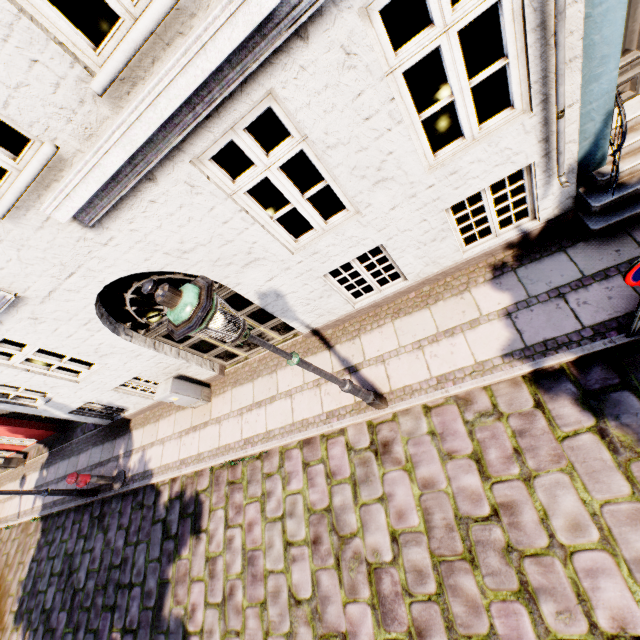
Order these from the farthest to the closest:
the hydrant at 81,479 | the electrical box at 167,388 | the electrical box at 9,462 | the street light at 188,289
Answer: the electrical box at 9,462 → the hydrant at 81,479 → the electrical box at 167,388 → the street light at 188,289

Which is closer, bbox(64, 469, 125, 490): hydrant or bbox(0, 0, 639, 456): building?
bbox(0, 0, 639, 456): building

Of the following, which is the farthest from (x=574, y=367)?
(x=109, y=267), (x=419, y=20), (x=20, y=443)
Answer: (x=20, y=443)

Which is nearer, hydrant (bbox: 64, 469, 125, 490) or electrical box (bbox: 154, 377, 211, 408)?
electrical box (bbox: 154, 377, 211, 408)

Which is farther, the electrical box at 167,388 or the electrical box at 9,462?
the electrical box at 9,462

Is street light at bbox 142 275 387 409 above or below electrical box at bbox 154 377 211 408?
above

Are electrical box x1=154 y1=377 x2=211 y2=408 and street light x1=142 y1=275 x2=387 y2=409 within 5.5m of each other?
yes

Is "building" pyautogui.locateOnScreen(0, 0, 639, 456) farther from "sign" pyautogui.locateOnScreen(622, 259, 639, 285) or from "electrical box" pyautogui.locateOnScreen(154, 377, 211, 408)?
"sign" pyautogui.locateOnScreen(622, 259, 639, 285)
